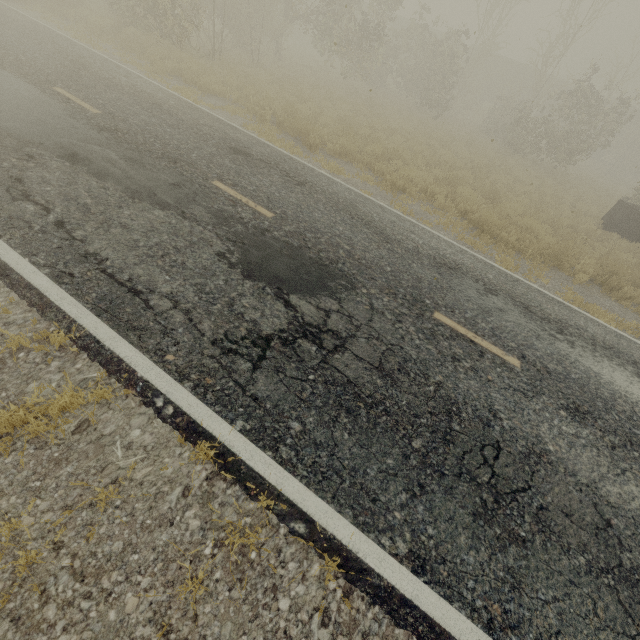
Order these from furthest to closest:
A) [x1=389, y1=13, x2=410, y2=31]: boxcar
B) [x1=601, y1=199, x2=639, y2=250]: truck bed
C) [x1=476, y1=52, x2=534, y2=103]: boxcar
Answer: [x1=389, y1=13, x2=410, y2=31]: boxcar < [x1=476, y1=52, x2=534, y2=103]: boxcar < [x1=601, y1=199, x2=639, y2=250]: truck bed

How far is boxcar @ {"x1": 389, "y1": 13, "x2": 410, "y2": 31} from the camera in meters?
34.8 m

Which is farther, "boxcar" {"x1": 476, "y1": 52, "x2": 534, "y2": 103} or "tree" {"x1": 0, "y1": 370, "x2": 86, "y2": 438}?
"boxcar" {"x1": 476, "y1": 52, "x2": 534, "y2": 103}

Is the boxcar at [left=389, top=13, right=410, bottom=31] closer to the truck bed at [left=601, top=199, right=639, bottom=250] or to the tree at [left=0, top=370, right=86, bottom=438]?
the tree at [left=0, top=370, right=86, bottom=438]

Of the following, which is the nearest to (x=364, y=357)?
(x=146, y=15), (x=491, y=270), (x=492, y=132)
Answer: (x=491, y=270)

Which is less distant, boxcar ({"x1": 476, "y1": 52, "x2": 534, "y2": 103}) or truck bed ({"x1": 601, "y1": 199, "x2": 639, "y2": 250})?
truck bed ({"x1": 601, "y1": 199, "x2": 639, "y2": 250})

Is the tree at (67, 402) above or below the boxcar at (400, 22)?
below

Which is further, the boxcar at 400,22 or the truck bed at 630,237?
the boxcar at 400,22
